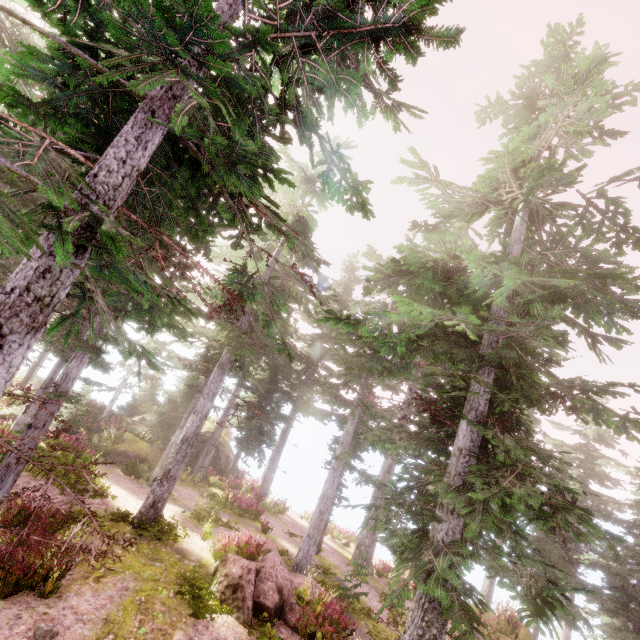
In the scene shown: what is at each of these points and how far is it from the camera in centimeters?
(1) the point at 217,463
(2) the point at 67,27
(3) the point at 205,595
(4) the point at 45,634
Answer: (1) rock, 2534cm
(2) instancedfoliageactor, 407cm
(3) instancedfoliageactor, 967cm
(4) instancedfoliageactor, 689cm

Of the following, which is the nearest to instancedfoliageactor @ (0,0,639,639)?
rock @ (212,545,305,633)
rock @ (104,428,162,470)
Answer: rock @ (104,428,162,470)

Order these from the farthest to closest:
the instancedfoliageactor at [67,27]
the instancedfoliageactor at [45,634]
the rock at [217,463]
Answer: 1. the rock at [217,463]
2. the instancedfoliageactor at [45,634]
3. the instancedfoliageactor at [67,27]

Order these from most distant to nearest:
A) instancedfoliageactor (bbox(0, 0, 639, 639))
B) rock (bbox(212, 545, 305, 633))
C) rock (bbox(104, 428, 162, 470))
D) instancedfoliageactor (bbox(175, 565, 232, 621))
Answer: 1. rock (bbox(104, 428, 162, 470))
2. rock (bbox(212, 545, 305, 633))
3. instancedfoliageactor (bbox(175, 565, 232, 621))
4. instancedfoliageactor (bbox(0, 0, 639, 639))

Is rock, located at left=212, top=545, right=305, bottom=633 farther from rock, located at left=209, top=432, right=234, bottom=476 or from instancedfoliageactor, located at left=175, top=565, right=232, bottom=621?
rock, located at left=209, top=432, right=234, bottom=476

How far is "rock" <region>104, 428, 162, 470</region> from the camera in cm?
2075

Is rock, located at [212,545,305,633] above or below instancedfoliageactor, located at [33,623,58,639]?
above

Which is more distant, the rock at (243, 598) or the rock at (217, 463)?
the rock at (217, 463)
